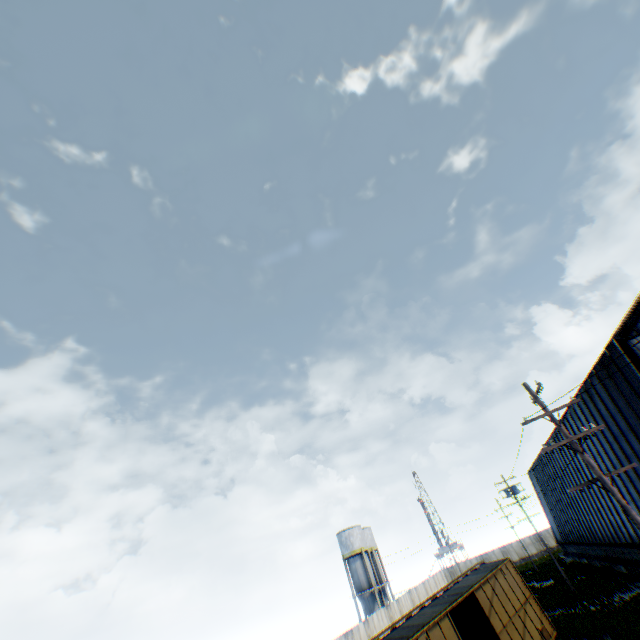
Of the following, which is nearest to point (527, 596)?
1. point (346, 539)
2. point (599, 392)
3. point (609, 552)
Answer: point (599, 392)

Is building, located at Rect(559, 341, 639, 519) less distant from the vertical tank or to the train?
the train

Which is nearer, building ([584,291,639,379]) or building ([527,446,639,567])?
building ([584,291,639,379])

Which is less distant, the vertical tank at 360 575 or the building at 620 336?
the building at 620 336

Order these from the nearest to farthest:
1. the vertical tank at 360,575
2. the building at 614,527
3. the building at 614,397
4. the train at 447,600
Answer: the train at 447,600, the building at 614,397, the building at 614,527, the vertical tank at 360,575

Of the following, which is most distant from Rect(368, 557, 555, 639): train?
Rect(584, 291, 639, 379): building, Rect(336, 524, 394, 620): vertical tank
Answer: Rect(336, 524, 394, 620): vertical tank

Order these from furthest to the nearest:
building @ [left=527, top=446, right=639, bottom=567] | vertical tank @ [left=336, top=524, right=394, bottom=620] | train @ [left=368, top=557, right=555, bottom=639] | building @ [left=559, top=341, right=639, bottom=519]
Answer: vertical tank @ [left=336, top=524, right=394, bottom=620]
building @ [left=527, top=446, right=639, bottom=567]
building @ [left=559, top=341, right=639, bottom=519]
train @ [left=368, top=557, right=555, bottom=639]
